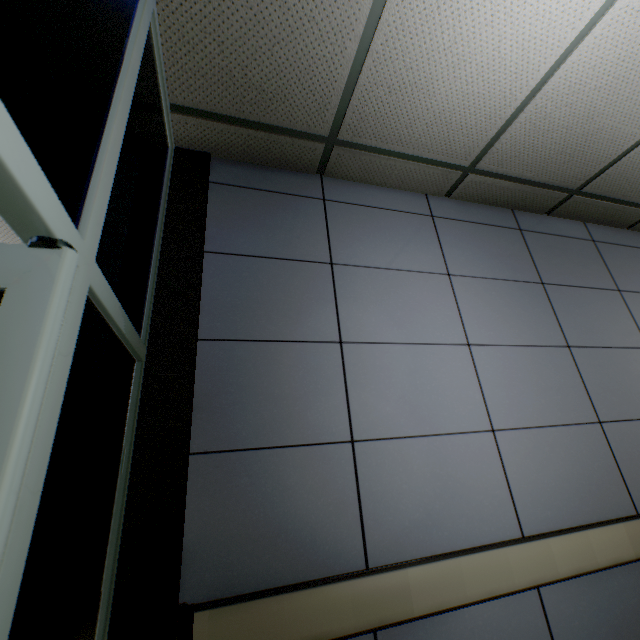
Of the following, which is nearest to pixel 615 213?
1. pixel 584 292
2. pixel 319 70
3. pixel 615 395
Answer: pixel 584 292
